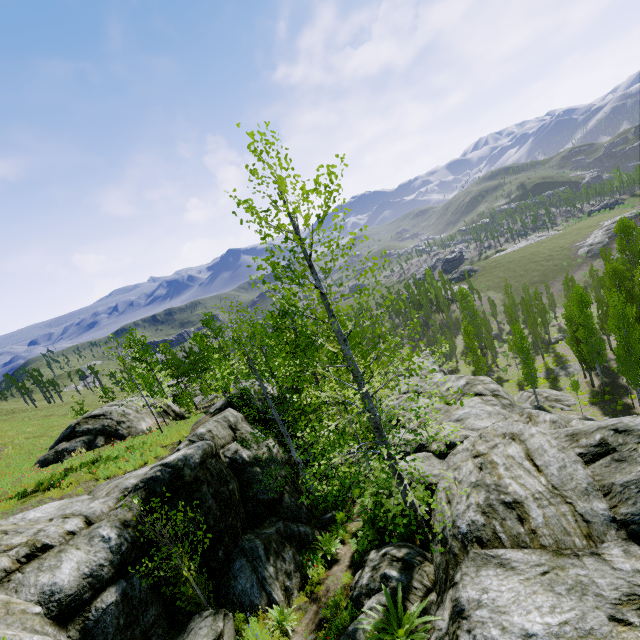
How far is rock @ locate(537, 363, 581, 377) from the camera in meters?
41.2

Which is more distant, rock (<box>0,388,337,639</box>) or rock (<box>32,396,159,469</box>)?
rock (<box>32,396,159,469</box>)

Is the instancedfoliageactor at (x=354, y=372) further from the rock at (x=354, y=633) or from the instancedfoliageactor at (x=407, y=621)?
the instancedfoliageactor at (x=407, y=621)

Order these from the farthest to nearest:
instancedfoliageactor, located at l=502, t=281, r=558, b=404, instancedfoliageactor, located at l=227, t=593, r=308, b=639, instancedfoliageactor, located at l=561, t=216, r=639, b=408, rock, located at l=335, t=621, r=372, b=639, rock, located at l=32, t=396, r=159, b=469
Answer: instancedfoliageactor, located at l=502, t=281, r=558, b=404
instancedfoliageactor, located at l=561, t=216, r=639, b=408
rock, located at l=32, t=396, r=159, b=469
instancedfoliageactor, located at l=227, t=593, r=308, b=639
rock, located at l=335, t=621, r=372, b=639

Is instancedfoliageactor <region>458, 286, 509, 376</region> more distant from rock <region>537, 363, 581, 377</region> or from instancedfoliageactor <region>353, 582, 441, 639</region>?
instancedfoliageactor <region>353, 582, 441, 639</region>

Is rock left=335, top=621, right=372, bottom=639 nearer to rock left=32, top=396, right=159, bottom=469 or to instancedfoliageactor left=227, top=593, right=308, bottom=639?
instancedfoliageactor left=227, top=593, right=308, bottom=639

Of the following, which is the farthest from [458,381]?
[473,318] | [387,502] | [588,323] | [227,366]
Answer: [473,318]

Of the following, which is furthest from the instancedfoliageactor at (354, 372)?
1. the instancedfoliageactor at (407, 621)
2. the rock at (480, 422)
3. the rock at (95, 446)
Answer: the rock at (95, 446)
